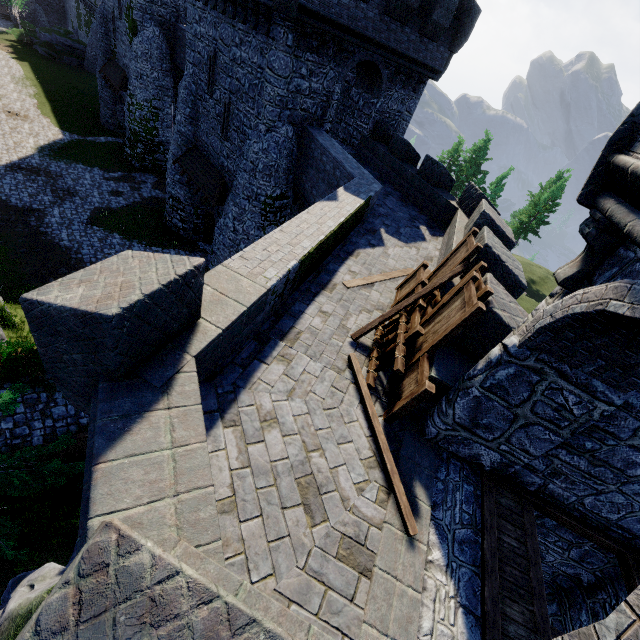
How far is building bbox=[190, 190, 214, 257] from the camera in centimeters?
2145cm

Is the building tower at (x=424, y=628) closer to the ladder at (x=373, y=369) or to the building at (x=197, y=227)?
the ladder at (x=373, y=369)

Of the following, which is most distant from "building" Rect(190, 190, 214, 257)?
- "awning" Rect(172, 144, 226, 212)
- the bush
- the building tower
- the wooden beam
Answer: the wooden beam

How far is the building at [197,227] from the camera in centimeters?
2145cm

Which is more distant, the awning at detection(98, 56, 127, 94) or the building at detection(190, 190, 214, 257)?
the awning at detection(98, 56, 127, 94)

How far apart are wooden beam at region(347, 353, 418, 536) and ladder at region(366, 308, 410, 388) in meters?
0.1

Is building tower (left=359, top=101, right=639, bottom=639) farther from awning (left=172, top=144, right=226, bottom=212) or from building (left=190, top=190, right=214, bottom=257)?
awning (left=172, top=144, right=226, bottom=212)

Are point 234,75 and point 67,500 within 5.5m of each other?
no
